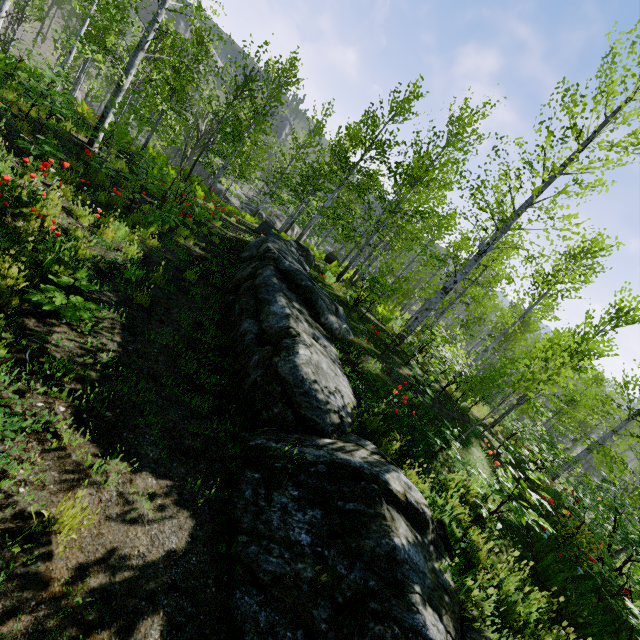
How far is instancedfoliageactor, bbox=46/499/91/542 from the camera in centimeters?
220cm

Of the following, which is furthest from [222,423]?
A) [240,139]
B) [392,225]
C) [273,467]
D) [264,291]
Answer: [240,139]

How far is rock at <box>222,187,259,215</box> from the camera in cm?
3544

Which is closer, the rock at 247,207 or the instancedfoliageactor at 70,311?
the instancedfoliageactor at 70,311

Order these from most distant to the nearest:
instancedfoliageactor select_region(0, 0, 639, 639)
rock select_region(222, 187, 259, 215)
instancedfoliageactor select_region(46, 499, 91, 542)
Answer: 1. rock select_region(222, 187, 259, 215)
2. instancedfoliageactor select_region(0, 0, 639, 639)
3. instancedfoliageactor select_region(46, 499, 91, 542)

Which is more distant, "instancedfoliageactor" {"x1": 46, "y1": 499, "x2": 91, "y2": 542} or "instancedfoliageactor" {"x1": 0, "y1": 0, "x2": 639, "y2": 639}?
"instancedfoliageactor" {"x1": 0, "y1": 0, "x2": 639, "y2": 639}

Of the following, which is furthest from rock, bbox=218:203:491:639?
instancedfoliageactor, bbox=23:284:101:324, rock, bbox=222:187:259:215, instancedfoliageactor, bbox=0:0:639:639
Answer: rock, bbox=222:187:259:215

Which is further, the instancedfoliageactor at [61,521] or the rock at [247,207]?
the rock at [247,207]
